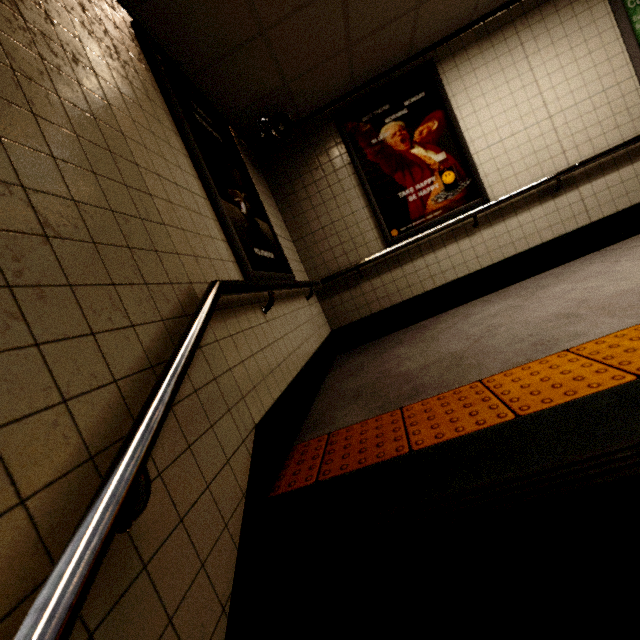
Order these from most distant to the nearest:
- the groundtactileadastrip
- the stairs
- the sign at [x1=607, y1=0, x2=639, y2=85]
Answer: the sign at [x1=607, y1=0, x2=639, y2=85]
the groundtactileadastrip
the stairs

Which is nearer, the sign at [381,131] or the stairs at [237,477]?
the stairs at [237,477]

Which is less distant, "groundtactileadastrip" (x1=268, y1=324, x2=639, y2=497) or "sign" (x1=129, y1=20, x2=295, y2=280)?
"groundtactileadastrip" (x1=268, y1=324, x2=639, y2=497)

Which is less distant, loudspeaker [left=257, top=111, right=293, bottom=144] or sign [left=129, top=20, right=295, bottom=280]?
sign [left=129, top=20, right=295, bottom=280]

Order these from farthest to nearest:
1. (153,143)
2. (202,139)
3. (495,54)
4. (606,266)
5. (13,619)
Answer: (495,54), (606,266), (202,139), (153,143), (13,619)

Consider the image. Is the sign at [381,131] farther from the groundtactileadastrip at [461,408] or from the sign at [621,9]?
the groundtactileadastrip at [461,408]

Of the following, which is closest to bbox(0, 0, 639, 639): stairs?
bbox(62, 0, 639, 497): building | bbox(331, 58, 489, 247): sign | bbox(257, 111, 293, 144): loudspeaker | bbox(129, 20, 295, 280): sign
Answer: bbox(62, 0, 639, 497): building

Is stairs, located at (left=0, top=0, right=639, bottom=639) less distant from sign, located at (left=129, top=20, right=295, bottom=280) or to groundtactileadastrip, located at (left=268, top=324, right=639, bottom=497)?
groundtactileadastrip, located at (left=268, top=324, right=639, bottom=497)
